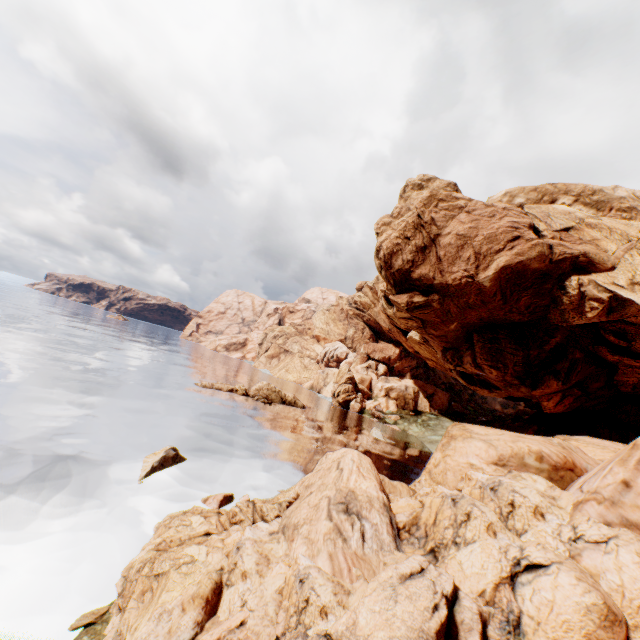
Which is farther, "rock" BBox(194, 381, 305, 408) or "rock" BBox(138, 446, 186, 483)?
"rock" BBox(194, 381, 305, 408)

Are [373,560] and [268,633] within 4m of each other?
yes

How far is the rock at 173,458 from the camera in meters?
17.5

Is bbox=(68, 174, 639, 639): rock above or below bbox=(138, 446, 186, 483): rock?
above

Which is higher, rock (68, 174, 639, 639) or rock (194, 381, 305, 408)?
rock (68, 174, 639, 639)

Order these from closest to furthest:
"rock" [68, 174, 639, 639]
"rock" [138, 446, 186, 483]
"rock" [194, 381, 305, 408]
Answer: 1. "rock" [68, 174, 639, 639]
2. "rock" [138, 446, 186, 483]
3. "rock" [194, 381, 305, 408]

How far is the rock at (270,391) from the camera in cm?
4621
